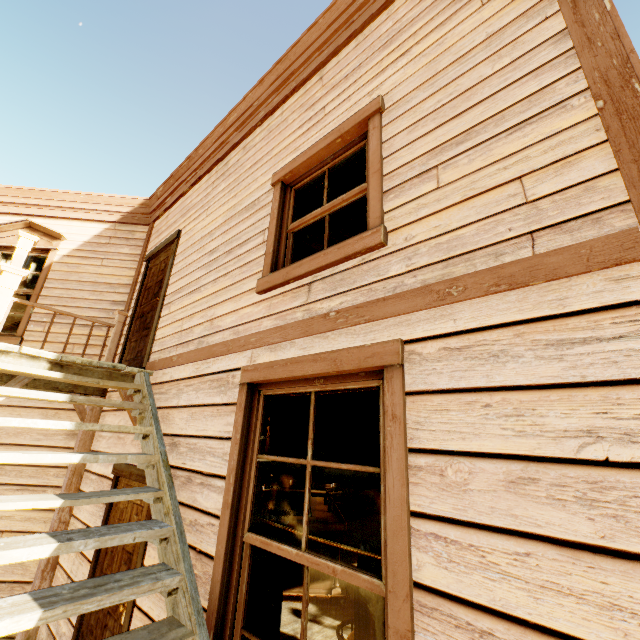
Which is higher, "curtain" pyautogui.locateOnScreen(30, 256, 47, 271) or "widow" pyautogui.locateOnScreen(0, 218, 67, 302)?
"widow" pyautogui.locateOnScreen(0, 218, 67, 302)

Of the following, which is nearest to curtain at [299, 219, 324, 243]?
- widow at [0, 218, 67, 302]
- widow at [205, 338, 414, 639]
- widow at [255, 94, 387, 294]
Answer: widow at [255, 94, 387, 294]

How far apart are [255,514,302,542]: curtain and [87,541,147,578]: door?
1.19m

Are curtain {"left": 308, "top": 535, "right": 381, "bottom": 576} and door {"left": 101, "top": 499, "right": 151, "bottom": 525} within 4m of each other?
yes

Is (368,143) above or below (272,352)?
above

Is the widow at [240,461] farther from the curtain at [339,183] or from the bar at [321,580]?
the bar at [321,580]

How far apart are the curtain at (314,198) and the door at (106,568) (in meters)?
2.52

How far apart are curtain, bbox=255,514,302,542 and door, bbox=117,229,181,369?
2.56m
